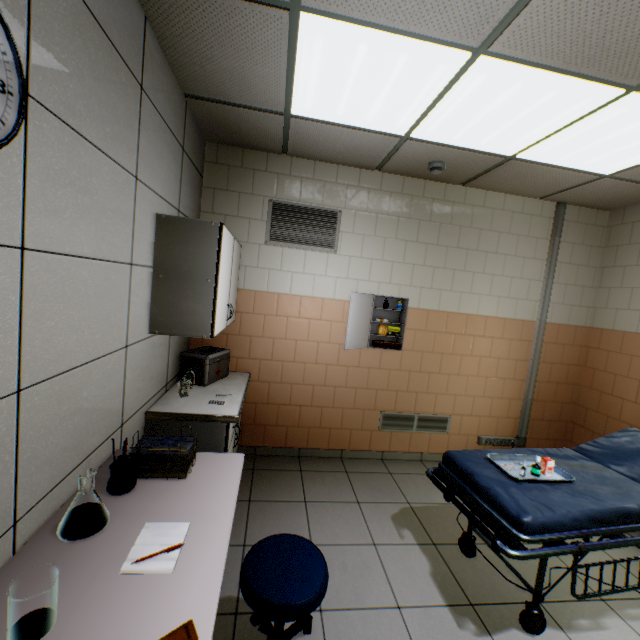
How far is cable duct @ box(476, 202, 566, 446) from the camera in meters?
3.8

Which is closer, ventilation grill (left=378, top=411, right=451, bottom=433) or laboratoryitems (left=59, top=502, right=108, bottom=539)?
laboratoryitems (left=59, top=502, right=108, bottom=539)

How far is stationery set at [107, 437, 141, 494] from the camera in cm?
149

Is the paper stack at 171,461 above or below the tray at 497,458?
above

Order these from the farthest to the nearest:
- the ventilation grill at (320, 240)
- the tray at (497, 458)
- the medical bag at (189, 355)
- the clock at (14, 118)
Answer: the ventilation grill at (320, 240) < the medical bag at (189, 355) < the tray at (497, 458) < the clock at (14, 118)

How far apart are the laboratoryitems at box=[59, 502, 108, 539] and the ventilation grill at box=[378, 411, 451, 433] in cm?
294

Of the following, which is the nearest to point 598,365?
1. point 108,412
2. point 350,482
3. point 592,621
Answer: point 592,621

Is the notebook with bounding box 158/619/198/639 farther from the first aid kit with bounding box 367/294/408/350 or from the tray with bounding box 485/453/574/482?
the first aid kit with bounding box 367/294/408/350
